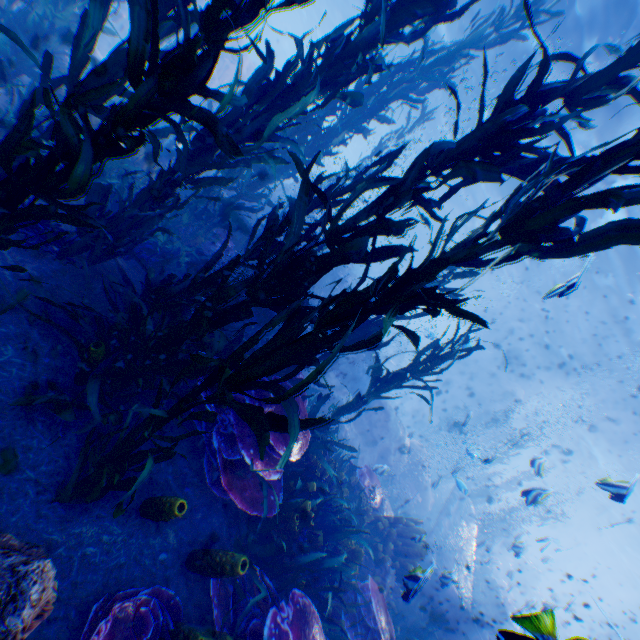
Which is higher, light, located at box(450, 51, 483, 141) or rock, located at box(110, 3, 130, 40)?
light, located at box(450, 51, 483, 141)

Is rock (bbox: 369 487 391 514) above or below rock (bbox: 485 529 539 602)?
below

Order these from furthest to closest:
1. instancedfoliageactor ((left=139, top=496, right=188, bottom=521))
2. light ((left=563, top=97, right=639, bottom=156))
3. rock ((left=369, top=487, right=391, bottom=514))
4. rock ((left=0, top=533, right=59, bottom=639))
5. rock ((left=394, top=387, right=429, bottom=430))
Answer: rock ((left=394, top=387, right=429, bottom=430)), light ((left=563, top=97, right=639, bottom=156)), rock ((left=369, top=487, right=391, bottom=514)), instancedfoliageactor ((left=139, top=496, right=188, bottom=521)), rock ((left=0, top=533, right=59, bottom=639))

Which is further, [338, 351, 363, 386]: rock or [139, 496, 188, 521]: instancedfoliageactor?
[338, 351, 363, 386]: rock

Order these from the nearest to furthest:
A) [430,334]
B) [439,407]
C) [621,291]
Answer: [430,334]
[621,291]
[439,407]

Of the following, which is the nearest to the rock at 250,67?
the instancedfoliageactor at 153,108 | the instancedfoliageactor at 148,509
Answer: the instancedfoliageactor at 153,108

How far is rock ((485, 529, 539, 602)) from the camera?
9.9m
